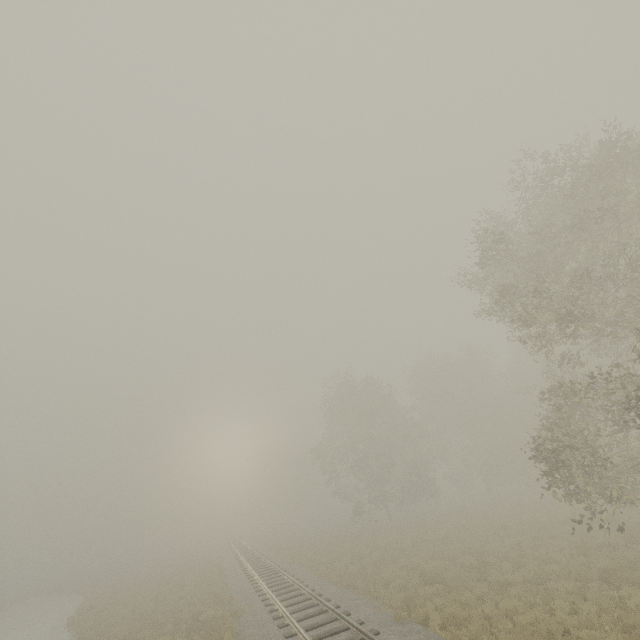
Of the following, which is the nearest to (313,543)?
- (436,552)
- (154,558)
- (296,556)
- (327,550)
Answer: (327,550)
